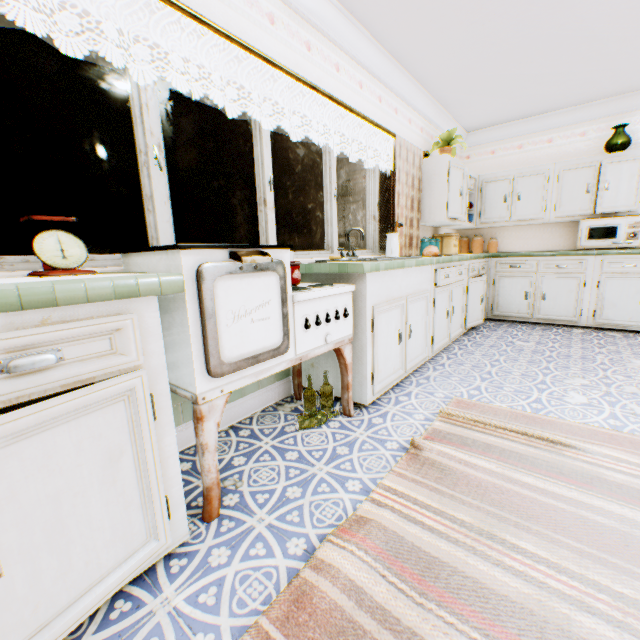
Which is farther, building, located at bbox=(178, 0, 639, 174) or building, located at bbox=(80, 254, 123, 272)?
building, located at bbox=(178, 0, 639, 174)

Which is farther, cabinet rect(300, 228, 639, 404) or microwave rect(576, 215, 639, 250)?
microwave rect(576, 215, 639, 250)

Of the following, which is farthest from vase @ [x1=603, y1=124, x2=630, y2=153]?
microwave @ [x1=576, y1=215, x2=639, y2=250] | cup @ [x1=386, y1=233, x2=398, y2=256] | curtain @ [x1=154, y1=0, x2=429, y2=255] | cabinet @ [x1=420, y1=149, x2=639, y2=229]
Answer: cup @ [x1=386, y1=233, x2=398, y2=256]

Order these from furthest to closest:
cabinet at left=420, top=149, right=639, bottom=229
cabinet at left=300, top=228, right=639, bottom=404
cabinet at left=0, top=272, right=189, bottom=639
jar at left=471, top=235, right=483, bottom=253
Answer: jar at left=471, top=235, right=483, bottom=253 → cabinet at left=420, top=149, right=639, bottom=229 → cabinet at left=300, top=228, right=639, bottom=404 → cabinet at left=0, top=272, right=189, bottom=639

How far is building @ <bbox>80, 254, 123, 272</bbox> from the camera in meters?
1.6 m

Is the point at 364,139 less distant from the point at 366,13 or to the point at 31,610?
the point at 366,13

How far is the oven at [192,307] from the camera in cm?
131

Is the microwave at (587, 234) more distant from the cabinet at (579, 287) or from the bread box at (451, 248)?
the bread box at (451, 248)
